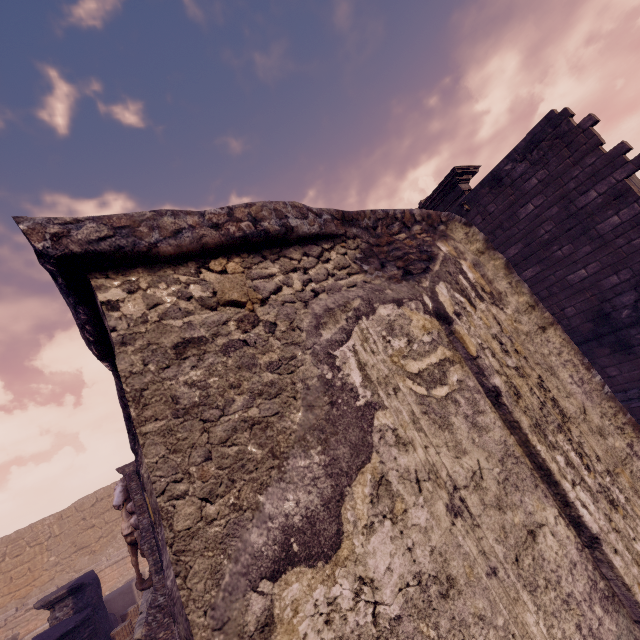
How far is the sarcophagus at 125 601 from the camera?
12.0m

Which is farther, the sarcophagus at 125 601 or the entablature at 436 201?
the sarcophagus at 125 601

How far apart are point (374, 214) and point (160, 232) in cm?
105

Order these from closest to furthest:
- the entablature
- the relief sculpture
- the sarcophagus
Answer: the relief sculpture, the entablature, the sarcophagus

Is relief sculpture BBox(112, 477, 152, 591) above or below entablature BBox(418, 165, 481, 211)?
below

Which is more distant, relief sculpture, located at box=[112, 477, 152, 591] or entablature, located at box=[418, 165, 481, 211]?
entablature, located at box=[418, 165, 481, 211]

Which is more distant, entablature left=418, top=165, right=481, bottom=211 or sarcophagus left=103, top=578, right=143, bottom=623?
sarcophagus left=103, top=578, right=143, bottom=623

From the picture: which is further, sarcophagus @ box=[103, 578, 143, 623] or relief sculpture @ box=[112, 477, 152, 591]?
sarcophagus @ box=[103, 578, 143, 623]
